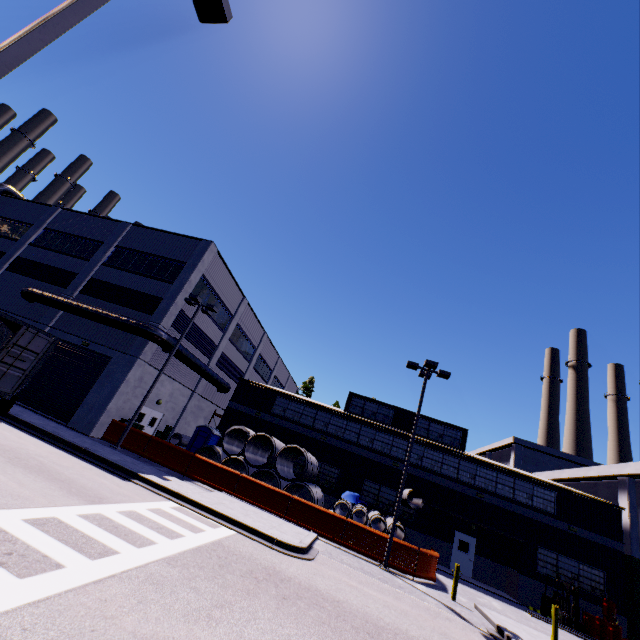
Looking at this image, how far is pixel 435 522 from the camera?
24.4m

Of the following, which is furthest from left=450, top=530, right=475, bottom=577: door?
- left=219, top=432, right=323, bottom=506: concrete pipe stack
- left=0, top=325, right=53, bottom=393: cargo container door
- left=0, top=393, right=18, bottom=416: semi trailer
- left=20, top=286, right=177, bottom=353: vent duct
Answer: left=20, top=286, right=177, bottom=353: vent duct

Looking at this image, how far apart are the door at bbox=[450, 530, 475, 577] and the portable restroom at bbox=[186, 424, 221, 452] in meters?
19.1 m

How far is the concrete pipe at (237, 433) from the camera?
20.8 meters

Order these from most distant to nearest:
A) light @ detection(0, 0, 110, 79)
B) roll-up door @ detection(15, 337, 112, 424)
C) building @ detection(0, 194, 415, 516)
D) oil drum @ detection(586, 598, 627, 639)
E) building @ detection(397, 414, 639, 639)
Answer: building @ detection(0, 194, 415, 516), building @ detection(397, 414, 639, 639), roll-up door @ detection(15, 337, 112, 424), oil drum @ detection(586, 598, 627, 639), light @ detection(0, 0, 110, 79)

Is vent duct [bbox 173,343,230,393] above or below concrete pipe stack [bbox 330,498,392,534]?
above

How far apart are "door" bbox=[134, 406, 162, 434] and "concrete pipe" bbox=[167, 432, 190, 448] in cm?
69

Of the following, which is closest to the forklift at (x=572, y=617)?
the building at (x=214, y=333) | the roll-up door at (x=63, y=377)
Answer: the building at (x=214, y=333)
